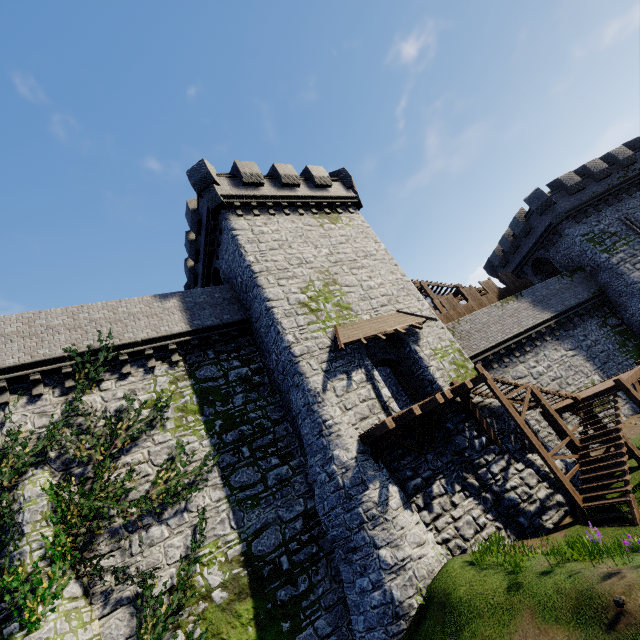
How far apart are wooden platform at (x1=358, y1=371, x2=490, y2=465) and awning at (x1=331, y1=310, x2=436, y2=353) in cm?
309

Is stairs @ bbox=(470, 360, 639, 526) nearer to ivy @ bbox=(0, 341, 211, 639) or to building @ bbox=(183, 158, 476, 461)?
building @ bbox=(183, 158, 476, 461)

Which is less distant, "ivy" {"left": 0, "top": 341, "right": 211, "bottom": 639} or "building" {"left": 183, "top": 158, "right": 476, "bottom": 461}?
"ivy" {"left": 0, "top": 341, "right": 211, "bottom": 639}

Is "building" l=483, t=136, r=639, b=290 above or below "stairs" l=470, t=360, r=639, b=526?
above

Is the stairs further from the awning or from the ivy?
the ivy

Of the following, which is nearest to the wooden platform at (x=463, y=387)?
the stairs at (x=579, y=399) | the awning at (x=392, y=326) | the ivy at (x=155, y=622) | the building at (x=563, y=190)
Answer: the stairs at (x=579, y=399)

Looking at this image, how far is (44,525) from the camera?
10.05m

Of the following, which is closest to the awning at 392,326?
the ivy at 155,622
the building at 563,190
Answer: the ivy at 155,622
